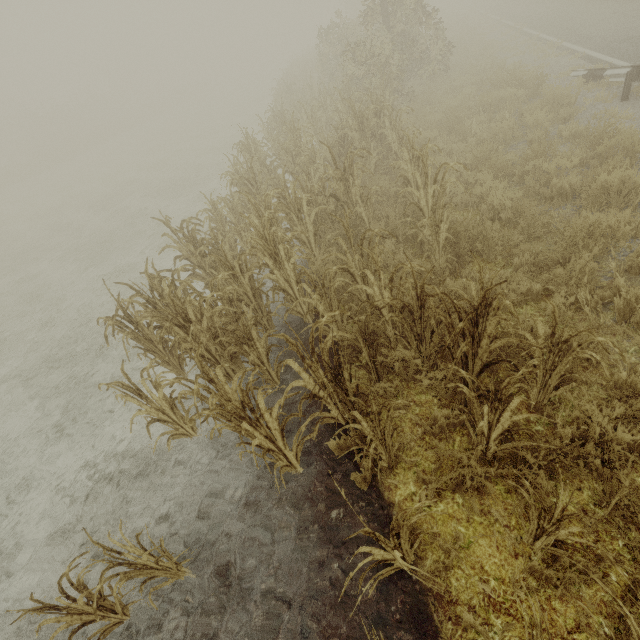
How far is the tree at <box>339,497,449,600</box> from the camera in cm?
197

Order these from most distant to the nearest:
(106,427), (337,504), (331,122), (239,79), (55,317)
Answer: (239,79), (331,122), (55,317), (106,427), (337,504)

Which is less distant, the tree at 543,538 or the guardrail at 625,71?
the tree at 543,538

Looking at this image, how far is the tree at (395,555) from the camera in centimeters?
197cm

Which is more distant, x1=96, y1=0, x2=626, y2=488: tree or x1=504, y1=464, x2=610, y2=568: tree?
x1=96, y1=0, x2=626, y2=488: tree

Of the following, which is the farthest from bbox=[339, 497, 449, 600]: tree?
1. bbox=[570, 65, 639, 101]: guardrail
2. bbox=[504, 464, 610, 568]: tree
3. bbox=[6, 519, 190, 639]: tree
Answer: bbox=[570, 65, 639, 101]: guardrail

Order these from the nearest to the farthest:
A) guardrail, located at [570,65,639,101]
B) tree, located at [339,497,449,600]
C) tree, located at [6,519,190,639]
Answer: tree, located at [339,497,449,600]
tree, located at [6,519,190,639]
guardrail, located at [570,65,639,101]

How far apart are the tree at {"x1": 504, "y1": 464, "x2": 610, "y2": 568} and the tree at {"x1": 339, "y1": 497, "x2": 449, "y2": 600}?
0.7m
